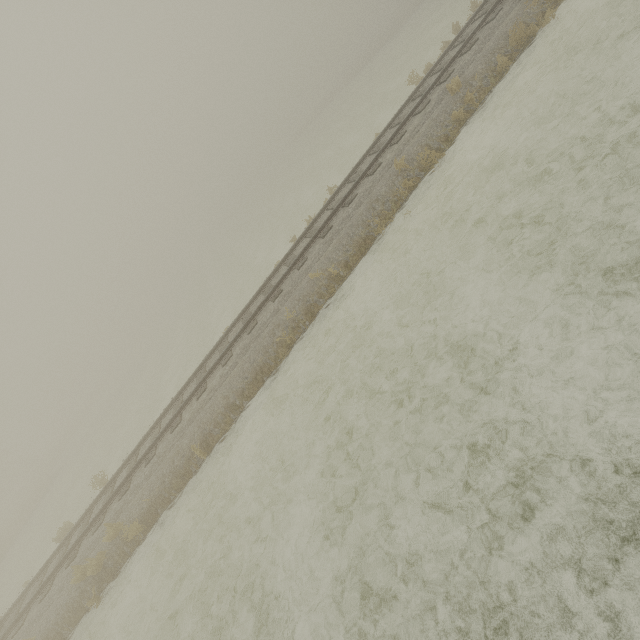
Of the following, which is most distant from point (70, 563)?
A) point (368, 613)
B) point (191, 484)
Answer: point (368, 613)
